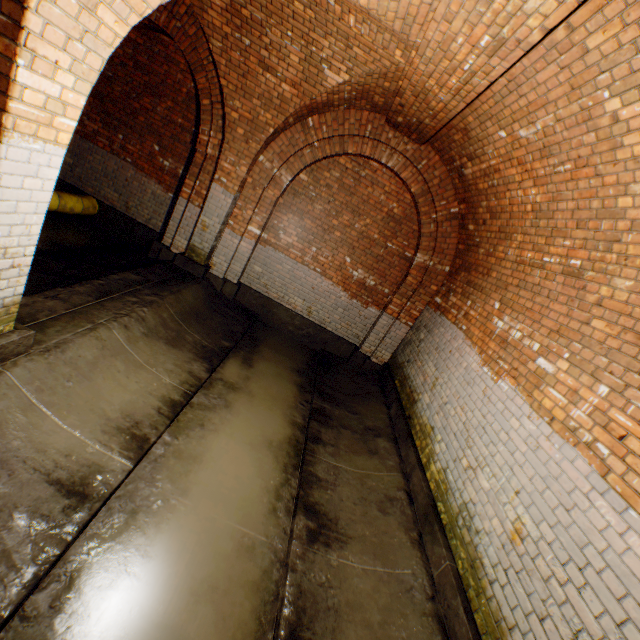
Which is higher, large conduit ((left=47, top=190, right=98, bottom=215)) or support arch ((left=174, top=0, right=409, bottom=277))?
support arch ((left=174, top=0, right=409, bottom=277))

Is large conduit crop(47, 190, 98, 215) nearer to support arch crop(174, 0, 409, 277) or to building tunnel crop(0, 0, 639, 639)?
building tunnel crop(0, 0, 639, 639)

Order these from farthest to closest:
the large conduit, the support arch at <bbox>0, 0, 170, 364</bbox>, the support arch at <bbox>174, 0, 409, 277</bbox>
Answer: the large conduit < the support arch at <bbox>174, 0, 409, 277</bbox> < the support arch at <bbox>0, 0, 170, 364</bbox>

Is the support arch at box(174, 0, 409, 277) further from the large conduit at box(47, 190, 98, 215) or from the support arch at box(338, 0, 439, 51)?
the large conduit at box(47, 190, 98, 215)

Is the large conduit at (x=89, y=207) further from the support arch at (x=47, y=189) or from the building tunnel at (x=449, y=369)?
the support arch at (x=47, y=189)

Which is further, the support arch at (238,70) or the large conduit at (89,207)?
the large conduit at (89,207)

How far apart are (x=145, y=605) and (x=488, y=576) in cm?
271

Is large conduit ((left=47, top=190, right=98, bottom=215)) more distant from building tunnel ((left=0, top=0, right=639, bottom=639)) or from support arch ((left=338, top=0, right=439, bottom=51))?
support arch ((left=338, top=0, right=439, bottom=51))
